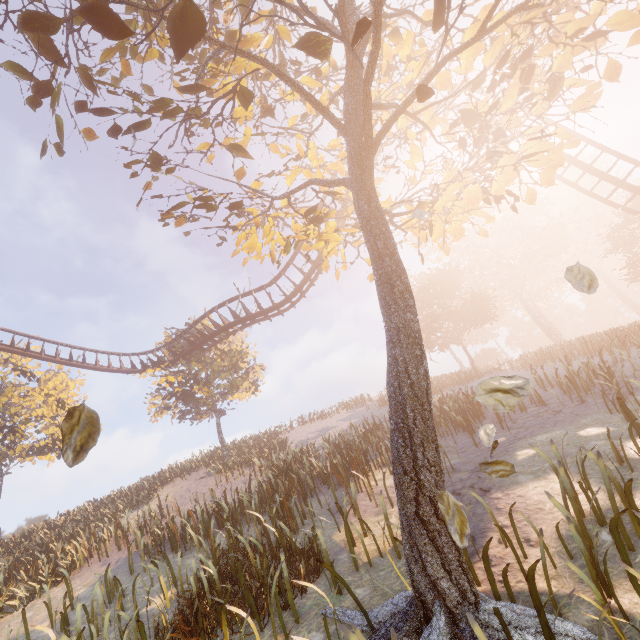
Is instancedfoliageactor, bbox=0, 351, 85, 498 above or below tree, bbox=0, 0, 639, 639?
above

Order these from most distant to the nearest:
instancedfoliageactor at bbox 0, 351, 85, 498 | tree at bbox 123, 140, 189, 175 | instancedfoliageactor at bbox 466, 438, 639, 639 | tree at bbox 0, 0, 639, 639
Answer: instancedfoliageactor at bbox 0, 351, 85, 498 < tree at bbox 123, 140, 189, 175 < tree at bbox 0, 0, 639, 639 < instancedfoliageactor at bbox 466, 438, 639, 639

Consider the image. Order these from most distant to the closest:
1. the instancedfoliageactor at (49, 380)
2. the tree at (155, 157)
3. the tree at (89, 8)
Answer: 1. the instancedfoliageactor at (49, 380)
2. the tree at (155, 157)
3. the tree at (89, 8)

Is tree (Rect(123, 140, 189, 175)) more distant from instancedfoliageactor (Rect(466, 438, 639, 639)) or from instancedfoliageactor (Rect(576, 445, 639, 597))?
instancedfoliageactor (Rect(576, 445, 639, 597))

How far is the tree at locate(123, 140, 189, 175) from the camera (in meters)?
5.81

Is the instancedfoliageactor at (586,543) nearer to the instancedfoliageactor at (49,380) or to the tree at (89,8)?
the tree at (89,8)

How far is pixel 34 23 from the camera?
3.30m

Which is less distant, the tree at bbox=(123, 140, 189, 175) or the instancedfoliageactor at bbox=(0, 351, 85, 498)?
the tree at bbox=(123, 140, 189, 175)
